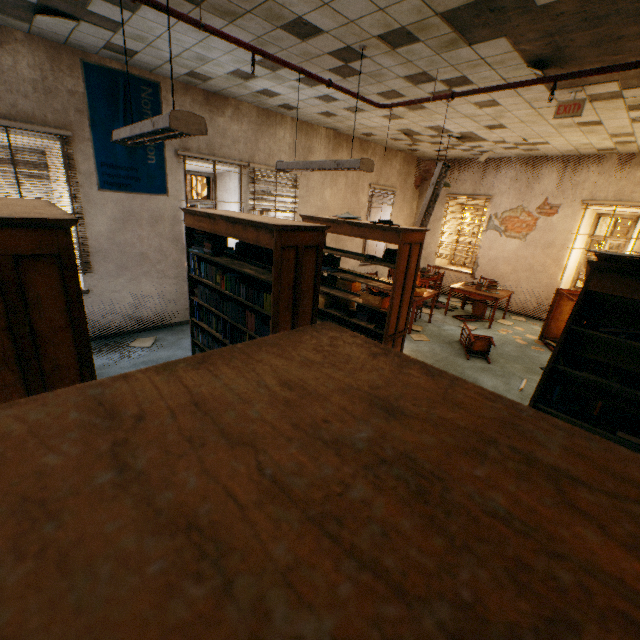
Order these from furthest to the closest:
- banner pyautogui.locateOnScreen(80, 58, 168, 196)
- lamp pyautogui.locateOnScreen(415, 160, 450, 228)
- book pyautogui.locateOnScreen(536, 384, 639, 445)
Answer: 1. lamp pyautogui.locateOnScreen(415, 160, 450, 228)
2. banner pyautogui.locateOnScreen(80, 58, 168, 196)
3. book pyautogui.locateOnScreen(536, 384, 639, 445)

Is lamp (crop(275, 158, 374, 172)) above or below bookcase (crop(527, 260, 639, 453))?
above

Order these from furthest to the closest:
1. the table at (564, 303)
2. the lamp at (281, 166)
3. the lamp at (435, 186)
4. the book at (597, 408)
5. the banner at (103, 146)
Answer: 1. the table at (564, 303)
2. the lamp at (435, 186)
3. the banner at (103, 146)
4. the lamp at (281, 166)
5. the book at (597, 408)

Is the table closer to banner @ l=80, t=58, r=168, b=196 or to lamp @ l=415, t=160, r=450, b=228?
lamp @ l=415, t=160, r=450, b=228

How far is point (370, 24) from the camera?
2.9m

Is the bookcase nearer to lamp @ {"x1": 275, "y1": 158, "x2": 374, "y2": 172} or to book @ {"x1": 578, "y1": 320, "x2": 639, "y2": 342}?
book @ {"x1": 578, "y1": 320, "x2": 639, "y2": 342}

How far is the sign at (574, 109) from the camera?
3.9 meters

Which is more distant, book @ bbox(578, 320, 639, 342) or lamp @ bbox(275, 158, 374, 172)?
lamp @ bbox(275, 158, 374, 172)
